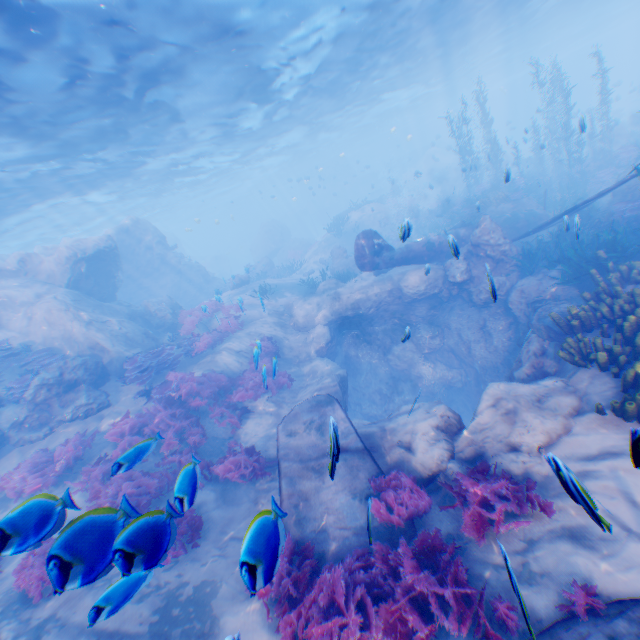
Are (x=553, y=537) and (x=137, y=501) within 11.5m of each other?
yes

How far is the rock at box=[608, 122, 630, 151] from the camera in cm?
2591

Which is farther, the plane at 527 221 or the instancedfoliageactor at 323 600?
the plane at 527 221

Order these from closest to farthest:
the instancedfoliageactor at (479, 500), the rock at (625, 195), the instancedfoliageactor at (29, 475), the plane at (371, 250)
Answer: the instancedfoliageactor at (479, 500), the instancedfoliageactor at (29, 475), the rock at (625, 195), the plane at (371, 250)

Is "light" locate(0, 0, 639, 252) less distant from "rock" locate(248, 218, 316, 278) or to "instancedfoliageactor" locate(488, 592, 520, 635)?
"rock" locate(248, 218, 316, 278)

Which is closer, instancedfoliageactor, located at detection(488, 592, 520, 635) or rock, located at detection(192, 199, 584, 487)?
instancedfoliageactor, located at detection(488, 592, 520, 635)

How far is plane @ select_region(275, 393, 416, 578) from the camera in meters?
5.6 m

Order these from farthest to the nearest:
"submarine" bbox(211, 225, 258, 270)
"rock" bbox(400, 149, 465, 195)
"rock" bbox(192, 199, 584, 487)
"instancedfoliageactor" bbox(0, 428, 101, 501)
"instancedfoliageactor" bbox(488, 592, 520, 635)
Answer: "submarine" bbox(211, 225, 258, 270) < "rock" bbox(400, 149, 465, 195) < "instancedfoliageactor" bbox(0, 428, 101, 501) < "rock" bbox(192, 199, 584, 487) < "instancedfoliageactor" bbox(488, 592, 520, 635)
